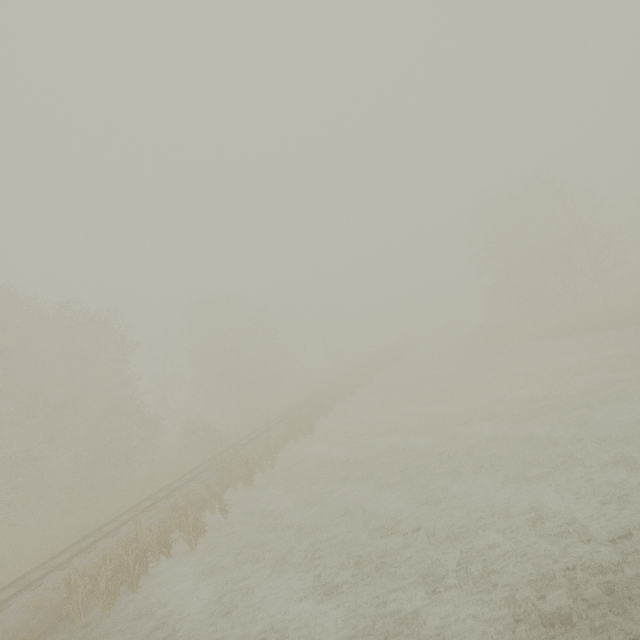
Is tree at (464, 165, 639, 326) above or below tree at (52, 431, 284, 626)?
above

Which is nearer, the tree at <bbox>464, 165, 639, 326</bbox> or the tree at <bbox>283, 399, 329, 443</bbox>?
the tree at <bbox>283, 399, 329, 443</bbox>

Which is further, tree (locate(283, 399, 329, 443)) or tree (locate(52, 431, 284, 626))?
tree (locate(283, 399, 329, 443))

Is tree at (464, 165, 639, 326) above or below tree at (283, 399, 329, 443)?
above

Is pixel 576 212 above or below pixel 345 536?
above

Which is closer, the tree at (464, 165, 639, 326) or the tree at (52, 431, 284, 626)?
the tree at (52, 431, 284, 626)

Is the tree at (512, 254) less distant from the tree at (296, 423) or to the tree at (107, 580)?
the tree at (296, 423)

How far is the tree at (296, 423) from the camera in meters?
23.1 m
